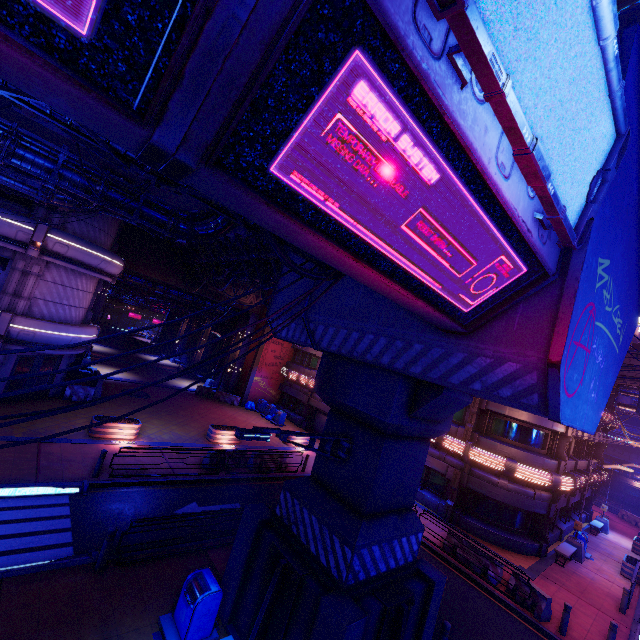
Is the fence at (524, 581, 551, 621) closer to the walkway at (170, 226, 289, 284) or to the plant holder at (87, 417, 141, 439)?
the walkway at (170, 226, 289, 284)

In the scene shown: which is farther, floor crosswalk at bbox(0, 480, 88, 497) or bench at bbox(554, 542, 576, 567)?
bench at bbox(554, 542, 576, 567)

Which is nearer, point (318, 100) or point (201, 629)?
point (318, 100)

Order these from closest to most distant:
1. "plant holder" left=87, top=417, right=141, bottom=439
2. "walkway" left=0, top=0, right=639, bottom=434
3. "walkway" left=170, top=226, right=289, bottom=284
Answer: "walkway" left=0, top=0, right=639, bottom=434, "plant holder" left=87, top=417, right=141, bottom=439, "walkway" left=170, top=226, right=289, bottom=284

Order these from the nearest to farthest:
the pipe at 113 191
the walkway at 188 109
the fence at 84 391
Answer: the walkway at 188 109 → the pipe at 113 191 → the fence at 84 391

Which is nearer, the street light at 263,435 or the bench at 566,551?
the street light at 263,435

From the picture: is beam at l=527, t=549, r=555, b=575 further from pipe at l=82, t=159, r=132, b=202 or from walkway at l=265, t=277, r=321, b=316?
pipe at l=82, t=159, r=132, b=202

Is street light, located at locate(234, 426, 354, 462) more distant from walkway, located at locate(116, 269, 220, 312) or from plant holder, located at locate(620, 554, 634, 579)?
walkway, located at locate(116, 269, 220, 312)
